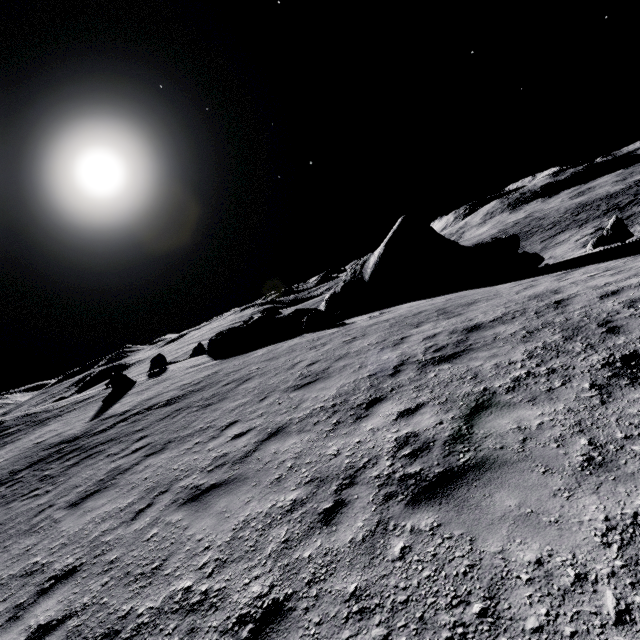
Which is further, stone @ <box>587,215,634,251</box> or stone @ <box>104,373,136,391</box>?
stone @ <box>104,373,136,391</box>

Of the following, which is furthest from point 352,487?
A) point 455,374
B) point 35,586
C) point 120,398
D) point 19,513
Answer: point 120,398

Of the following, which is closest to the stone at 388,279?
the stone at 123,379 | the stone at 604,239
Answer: the stone at 604,239

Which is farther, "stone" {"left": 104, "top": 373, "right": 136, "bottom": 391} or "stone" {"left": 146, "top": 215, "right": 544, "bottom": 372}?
"stone" {"left": 104, "top": 373, "right": 136, "bottom": 391}

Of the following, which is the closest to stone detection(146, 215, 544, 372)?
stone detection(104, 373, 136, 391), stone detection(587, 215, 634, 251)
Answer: stone detection(587, 215, 634, 251)

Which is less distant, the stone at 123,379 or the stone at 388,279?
the stone at 388,279

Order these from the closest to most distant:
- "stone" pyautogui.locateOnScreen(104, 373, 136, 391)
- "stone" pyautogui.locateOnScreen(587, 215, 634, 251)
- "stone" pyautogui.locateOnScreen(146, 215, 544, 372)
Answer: "stone" pyautogui.locateOnScreen(587, 215, 634, 251) < "stone" pyautogui.locateOnScreen(146, 215, 544, 372) < "stone" pyautogui.locateOnScreen(104, 373, 136, 391)
